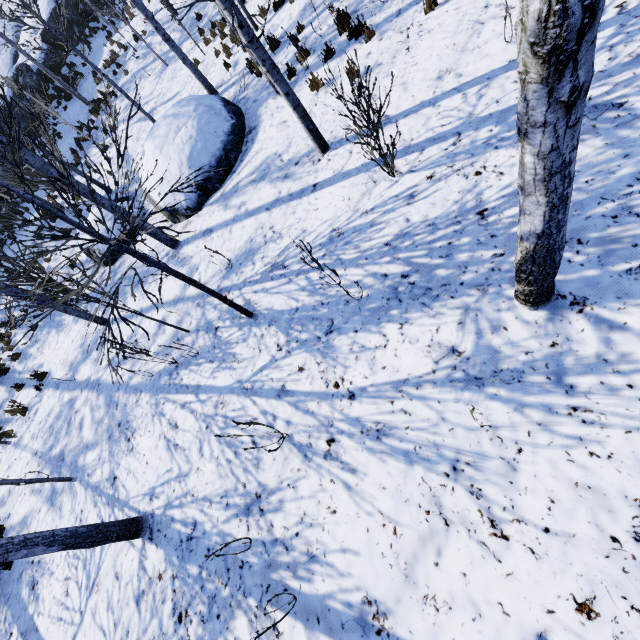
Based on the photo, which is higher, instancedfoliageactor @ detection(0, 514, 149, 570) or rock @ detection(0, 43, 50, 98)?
rock @ detection(0, 43, 50, 98)

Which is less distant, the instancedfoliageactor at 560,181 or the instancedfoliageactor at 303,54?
the instancedfoliageactor at 560,181

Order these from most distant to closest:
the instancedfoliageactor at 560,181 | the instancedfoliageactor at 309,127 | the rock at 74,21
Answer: the rock at 74,21
the instancedfoliageactor at 309,127
the instancedfoliageactor at 560,181

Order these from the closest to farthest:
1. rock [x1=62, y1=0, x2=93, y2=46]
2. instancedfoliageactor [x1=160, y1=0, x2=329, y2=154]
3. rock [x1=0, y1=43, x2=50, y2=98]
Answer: instancedfoliageactor [x1=160, y1=0, x2=329, y2=154] < rock [x1=0, y1=43, x2=50, y2=98] < rock [x1=62, y1=0, x2=93, y2=46]

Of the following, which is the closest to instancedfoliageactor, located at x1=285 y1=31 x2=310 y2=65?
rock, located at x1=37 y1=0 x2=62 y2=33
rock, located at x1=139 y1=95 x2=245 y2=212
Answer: rock, located at x1=37 y1=0 x2=62 y2=33

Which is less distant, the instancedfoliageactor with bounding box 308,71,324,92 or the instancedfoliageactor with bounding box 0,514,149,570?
the instancedfoliageactor with bounding box 0,514,149,570

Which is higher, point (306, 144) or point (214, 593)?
point (214, 593)
